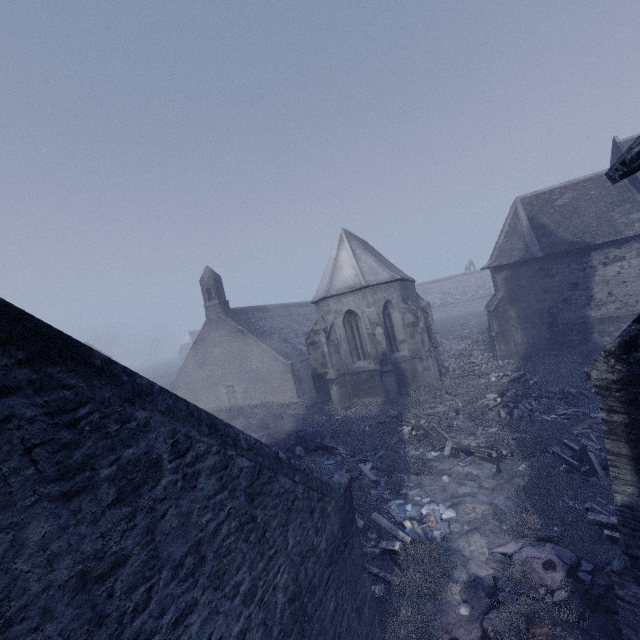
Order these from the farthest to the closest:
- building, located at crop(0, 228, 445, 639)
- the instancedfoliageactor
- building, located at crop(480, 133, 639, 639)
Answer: the instancedfoliageactor < building, located at crop(480, 133, 639, 639) < building, located at crop(0, 228, 445, 639)

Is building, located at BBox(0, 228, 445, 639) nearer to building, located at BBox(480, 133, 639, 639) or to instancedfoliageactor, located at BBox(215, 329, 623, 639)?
instancedfoliageactor, located at BBox(215, 329, 623, 639)

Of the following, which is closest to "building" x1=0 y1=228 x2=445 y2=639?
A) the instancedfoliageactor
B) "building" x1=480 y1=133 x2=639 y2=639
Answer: the instancedfoliageactor

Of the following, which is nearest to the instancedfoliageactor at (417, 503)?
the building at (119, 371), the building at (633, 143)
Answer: the building at (119, 371)

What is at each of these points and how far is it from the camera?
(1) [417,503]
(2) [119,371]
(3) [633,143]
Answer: (1) instancedfoliageactor, 9.95m
(2) building, 2.76m
(3) building, 3.22m

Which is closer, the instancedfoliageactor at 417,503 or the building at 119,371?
the building at 119,371

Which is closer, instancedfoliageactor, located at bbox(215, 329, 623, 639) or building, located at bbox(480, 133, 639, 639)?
building, located at bbox(480, 133, 639, 639)
